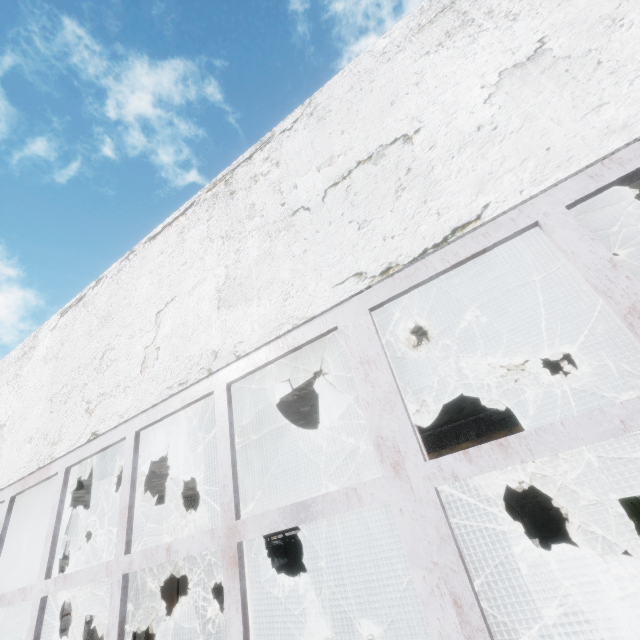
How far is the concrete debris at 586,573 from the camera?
11.51m

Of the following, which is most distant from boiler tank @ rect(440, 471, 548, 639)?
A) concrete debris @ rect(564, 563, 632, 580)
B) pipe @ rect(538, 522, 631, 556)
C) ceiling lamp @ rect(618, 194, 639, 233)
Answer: pipe @ rect(538, 522, 631, 556)

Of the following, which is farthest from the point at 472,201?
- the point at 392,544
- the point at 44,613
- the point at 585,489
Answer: the point at 585,489

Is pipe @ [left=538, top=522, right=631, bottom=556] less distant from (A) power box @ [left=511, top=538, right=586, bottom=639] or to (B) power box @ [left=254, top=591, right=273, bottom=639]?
(A) power box @ [left=511, top=538, right=586, bottom=639]

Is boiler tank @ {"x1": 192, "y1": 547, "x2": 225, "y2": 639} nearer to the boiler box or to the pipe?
the boiler box

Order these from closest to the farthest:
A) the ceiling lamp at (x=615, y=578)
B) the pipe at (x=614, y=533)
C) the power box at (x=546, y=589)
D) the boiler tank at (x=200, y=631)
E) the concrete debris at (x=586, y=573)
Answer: the power box at (x=546, y=589) < the boiler tank at (x=200, y=631) < the ceiling lamp at (x=615, y=578) < the concrete debris at (x=586, y=573) < the pipe at (x=614, y=533)

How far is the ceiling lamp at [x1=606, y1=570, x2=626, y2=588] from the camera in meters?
10.3 m

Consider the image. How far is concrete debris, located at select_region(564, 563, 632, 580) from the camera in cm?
1151
